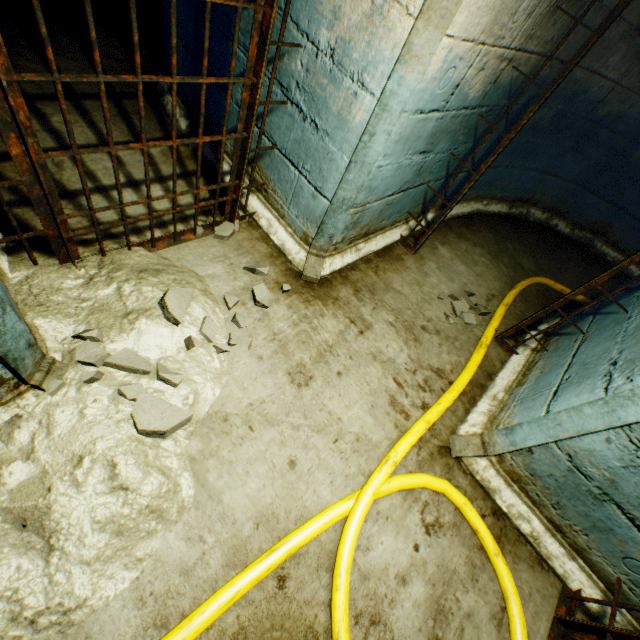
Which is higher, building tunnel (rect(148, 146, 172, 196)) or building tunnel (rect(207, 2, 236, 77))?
building tunnel (rect(207, 2, 236, 77))

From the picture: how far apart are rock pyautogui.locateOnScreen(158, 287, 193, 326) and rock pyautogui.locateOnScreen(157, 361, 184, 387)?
0.2 meters

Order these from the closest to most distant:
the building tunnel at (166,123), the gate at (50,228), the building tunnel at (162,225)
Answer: the gate at (50,228)
the building tunnel at (162,225)
the building tunnel at (166,123)

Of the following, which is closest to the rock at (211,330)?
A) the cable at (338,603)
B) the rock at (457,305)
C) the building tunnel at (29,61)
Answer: the building tunnel at (29,61)

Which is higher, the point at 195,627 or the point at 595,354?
the point at 595,354

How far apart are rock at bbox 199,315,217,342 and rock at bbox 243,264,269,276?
0.1m

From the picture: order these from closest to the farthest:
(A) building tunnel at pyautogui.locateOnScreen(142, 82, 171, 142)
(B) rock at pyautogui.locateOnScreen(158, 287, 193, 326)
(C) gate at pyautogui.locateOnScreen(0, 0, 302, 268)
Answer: (C) gate at pyautogui.locateOnScreen(0, 0, 302, 268) → (B) rock at pyautogui.locateOnScreen(158, 287, 193, 326) → (A) building tunnel at pyautogui.locateOnScreen(142, 82, 171, 142)

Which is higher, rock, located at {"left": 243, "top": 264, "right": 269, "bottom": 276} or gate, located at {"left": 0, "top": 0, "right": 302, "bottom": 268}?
gate, located at {"left": 0, "top": 0, "right": 302, "bottom": 268}
